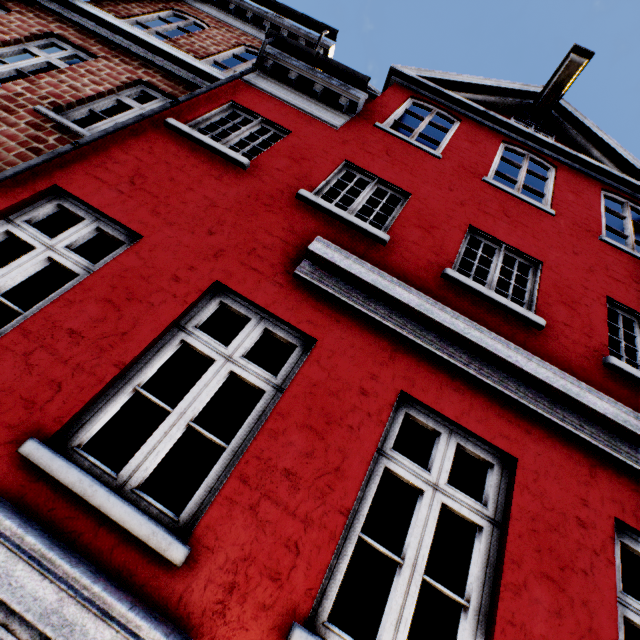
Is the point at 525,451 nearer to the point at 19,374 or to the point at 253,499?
the point at 253,499
